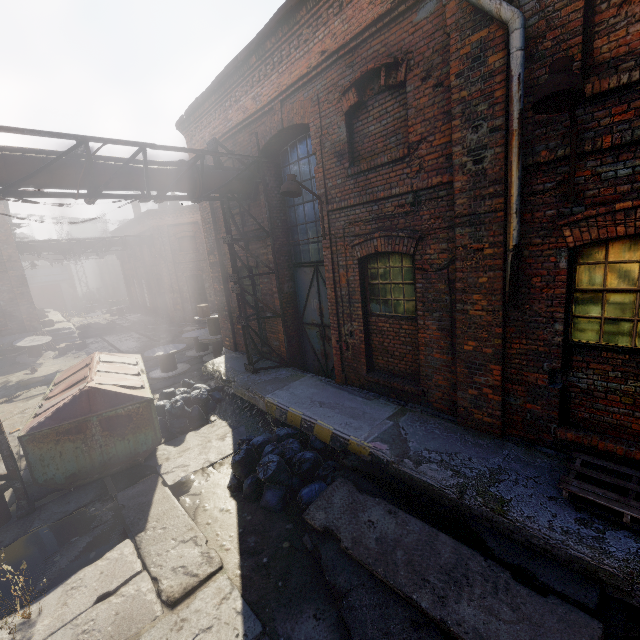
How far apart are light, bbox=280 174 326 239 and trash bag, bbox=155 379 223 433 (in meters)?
5.45

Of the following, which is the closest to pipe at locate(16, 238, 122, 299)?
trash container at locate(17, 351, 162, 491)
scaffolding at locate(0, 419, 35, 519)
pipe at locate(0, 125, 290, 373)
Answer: trash container at locate(17, 351, 162, 491)

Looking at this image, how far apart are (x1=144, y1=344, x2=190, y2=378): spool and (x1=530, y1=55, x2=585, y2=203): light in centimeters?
1221cm

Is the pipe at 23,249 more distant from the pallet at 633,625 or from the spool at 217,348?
the pallet at 633,625

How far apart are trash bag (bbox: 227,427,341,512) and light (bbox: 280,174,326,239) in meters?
4.0

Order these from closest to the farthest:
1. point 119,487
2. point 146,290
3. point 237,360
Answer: point 119,487 → point 237,360 → point 146,290

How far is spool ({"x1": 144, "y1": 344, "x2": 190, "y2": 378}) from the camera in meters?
12.2

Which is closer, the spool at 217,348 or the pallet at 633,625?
the pallet at 633,625
